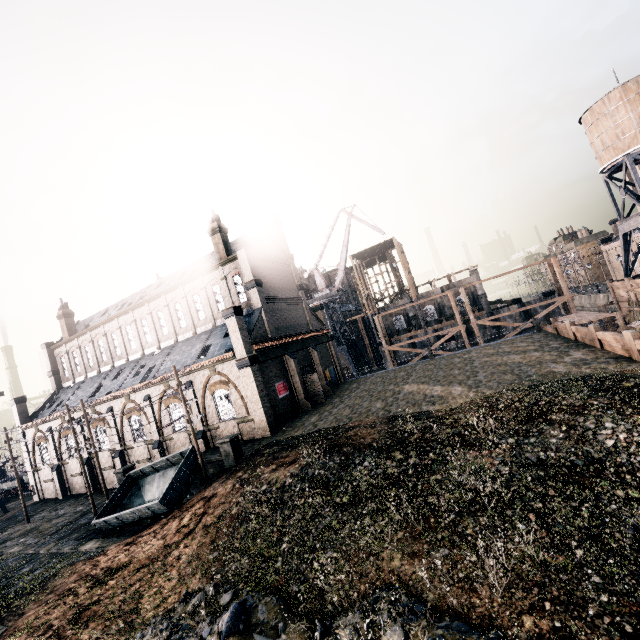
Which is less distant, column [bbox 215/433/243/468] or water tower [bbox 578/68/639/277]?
column [bbox 215/433/243/468]

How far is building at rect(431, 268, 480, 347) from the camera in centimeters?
5351cm

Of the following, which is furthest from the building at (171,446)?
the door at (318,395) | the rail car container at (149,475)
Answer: the rail car container at (149,475)

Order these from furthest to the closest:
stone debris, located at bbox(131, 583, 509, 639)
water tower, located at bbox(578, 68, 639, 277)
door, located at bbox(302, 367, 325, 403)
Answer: door, located at bbox(302, 367, 325, 403), water tower, located at bbox(578, 68, 639, 277), stone debris, located at bbox(131, 583, 509, 639)

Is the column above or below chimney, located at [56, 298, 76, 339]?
below

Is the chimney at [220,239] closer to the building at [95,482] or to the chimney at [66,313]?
the building at [95,482]

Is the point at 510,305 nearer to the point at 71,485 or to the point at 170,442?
the point at 170,442
